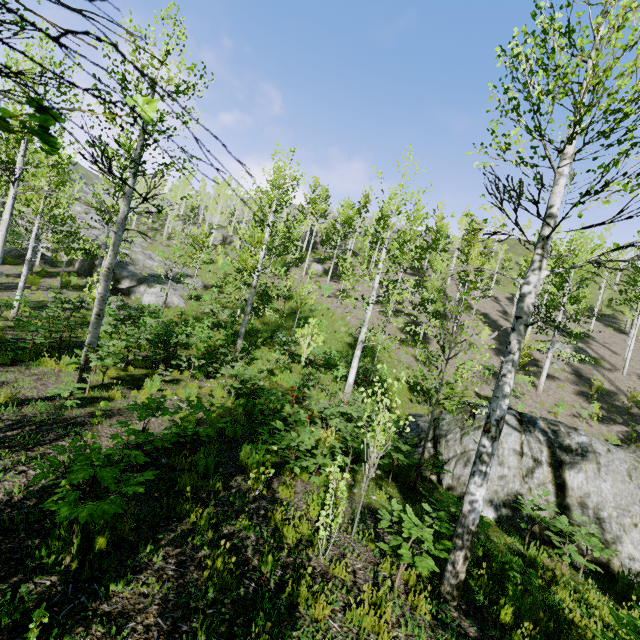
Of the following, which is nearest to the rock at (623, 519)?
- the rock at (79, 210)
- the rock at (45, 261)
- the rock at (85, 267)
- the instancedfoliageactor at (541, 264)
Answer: the instancedfoliageactor at (541, 264)

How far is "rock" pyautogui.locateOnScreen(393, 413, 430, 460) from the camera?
11.16m

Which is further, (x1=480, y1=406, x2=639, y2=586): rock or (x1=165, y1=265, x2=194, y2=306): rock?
(x1=165, y1=265, x2=194, y2=306): rock

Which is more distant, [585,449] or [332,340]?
[332,340]

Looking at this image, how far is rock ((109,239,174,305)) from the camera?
23.0m

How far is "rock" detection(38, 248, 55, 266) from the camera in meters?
27.8

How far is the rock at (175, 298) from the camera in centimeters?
2315cm

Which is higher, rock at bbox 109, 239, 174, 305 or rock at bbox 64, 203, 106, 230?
rock at bbox 64, 203, 106, 230
